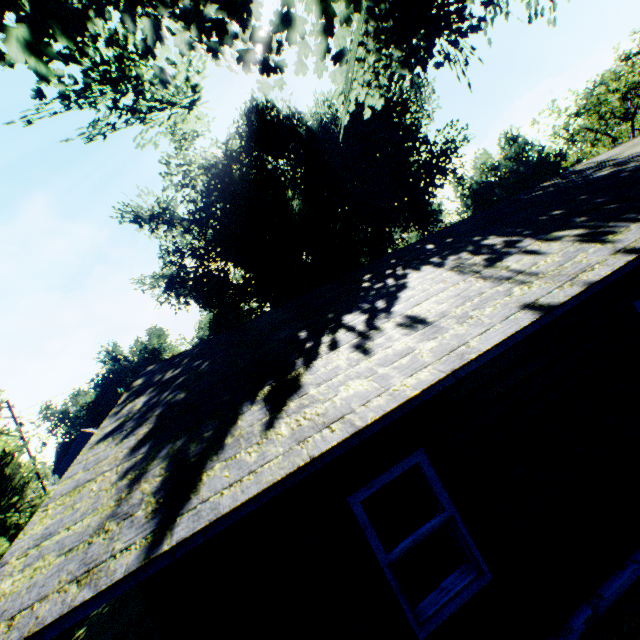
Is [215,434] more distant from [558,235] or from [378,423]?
[558,235]

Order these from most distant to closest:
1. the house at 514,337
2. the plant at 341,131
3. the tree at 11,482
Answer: the tree at 11,482 < the plant at 341,131 < the house at 514,337

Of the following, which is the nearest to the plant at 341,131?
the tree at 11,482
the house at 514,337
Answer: the tree at 11,482

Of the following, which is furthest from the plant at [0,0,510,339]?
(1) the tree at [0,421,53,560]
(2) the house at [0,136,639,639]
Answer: (2) the house at [0,136,639,639]

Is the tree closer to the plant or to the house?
the plant

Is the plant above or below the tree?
above
